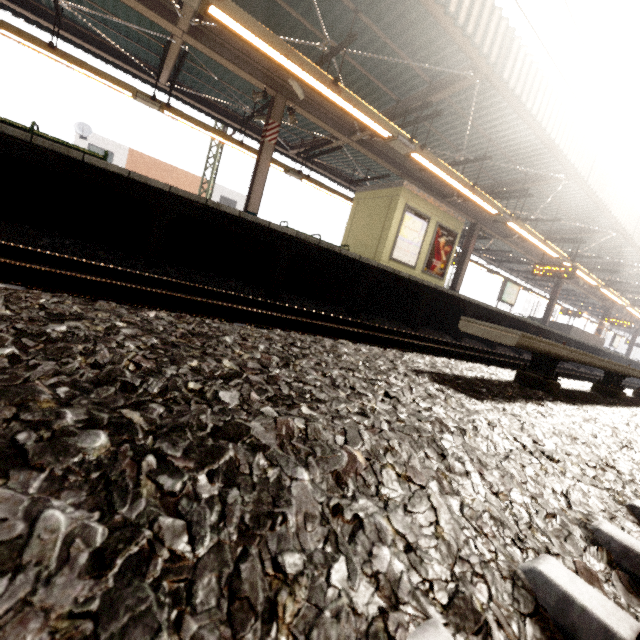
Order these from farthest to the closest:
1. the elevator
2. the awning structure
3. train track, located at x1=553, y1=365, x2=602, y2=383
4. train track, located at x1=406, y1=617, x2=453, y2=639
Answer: the elevator → train track, located at x1=553, y1=365, x2=602, y2=383 → the awning structure → train track, located at x1=406, y1=617, x2=453, y2=639

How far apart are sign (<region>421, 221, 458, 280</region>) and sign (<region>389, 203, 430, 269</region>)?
0.3 meters

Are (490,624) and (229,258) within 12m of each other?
yes

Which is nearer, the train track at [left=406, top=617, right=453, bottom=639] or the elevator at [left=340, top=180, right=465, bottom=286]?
the train track at [left=406, top=617, right=453, bottom=639]

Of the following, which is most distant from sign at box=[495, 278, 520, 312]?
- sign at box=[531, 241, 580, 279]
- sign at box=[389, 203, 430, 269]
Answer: sign at box=[389, 203, 430, 269]

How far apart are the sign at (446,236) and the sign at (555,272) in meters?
4.8 m

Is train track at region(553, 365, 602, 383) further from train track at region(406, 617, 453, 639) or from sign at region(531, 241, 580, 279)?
sign at region(531, 241, 580, 279)

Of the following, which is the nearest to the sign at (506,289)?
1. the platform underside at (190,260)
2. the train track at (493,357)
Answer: the platform underside at (190,260)
